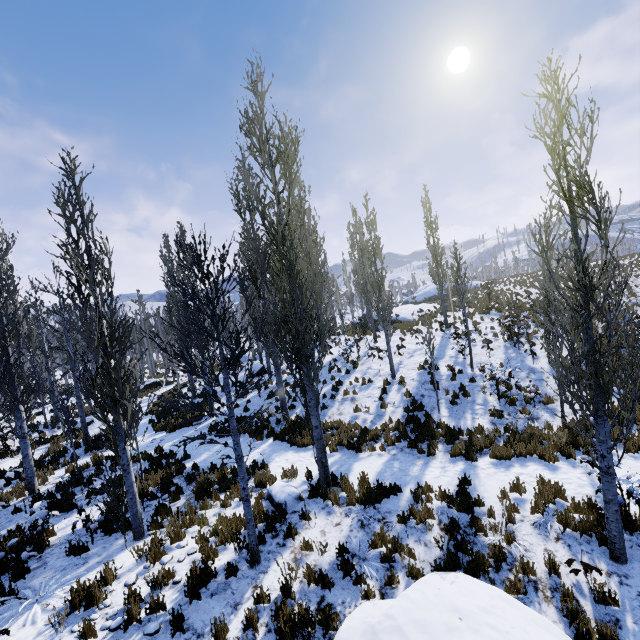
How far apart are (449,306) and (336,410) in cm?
1887

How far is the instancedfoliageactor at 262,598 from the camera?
5.21m

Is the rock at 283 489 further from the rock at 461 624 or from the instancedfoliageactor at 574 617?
the rock at 461 624

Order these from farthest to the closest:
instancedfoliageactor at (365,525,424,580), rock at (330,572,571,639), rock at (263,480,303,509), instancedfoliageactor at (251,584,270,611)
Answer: rock at (263,480,303,509) → instancedfoliageactor at (365,525,424,580) → instancedfoliageactor at (251,584,270,611) → rock at (330,572,571,639)

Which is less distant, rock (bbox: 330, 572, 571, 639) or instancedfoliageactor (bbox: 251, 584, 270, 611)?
rock (bbox: 330, 572, 571, 639)

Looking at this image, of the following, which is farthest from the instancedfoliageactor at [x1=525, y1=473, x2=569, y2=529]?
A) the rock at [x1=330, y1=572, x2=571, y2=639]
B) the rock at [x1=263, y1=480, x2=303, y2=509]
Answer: the rock at [x1=330, y1=572, x2=571, y2=639]

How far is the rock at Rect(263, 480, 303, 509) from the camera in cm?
778
